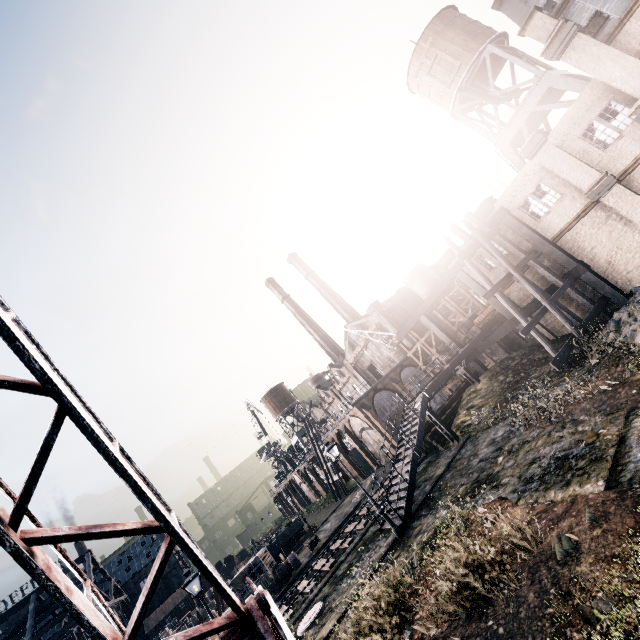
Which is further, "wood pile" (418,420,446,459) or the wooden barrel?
the wooden barrel

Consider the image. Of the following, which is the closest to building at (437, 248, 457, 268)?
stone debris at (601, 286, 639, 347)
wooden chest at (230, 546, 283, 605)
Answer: stone debris at (601, 286, 639, 347)

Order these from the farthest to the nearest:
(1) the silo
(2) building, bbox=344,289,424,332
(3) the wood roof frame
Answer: (3) the wood roof frame < (1) the silo < (2) building, bbox=344,289,424,332

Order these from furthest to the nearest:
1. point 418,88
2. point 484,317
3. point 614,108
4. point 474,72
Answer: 1. point 418,88
2. point 484,317
3. point 474,72
4. point 614,108

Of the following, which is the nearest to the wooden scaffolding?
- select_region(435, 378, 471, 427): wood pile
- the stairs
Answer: the stairs

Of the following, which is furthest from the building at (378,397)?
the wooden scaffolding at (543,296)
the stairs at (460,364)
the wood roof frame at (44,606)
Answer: the wood roof frame at (44,606)

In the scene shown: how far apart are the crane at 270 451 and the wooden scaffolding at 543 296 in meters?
45.4

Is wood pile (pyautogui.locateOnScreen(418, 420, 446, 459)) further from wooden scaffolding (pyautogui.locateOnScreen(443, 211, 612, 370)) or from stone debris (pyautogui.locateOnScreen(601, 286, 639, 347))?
stone debris (pyautogui.locateOnScreen(601, 286, 639, 347))
